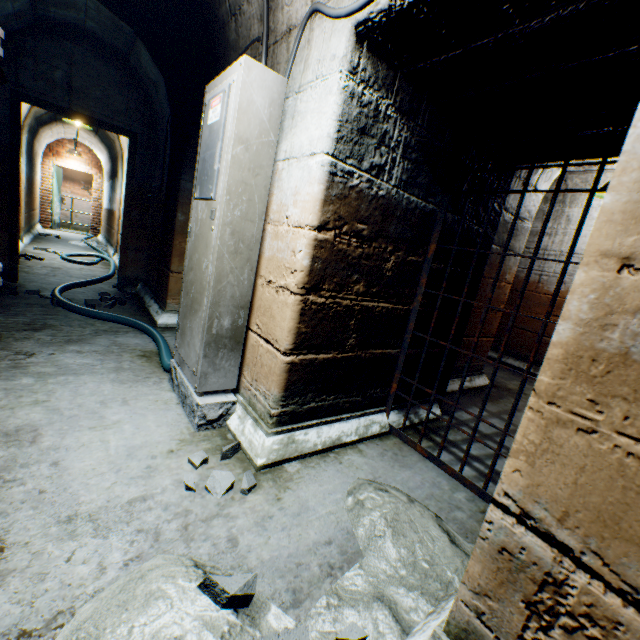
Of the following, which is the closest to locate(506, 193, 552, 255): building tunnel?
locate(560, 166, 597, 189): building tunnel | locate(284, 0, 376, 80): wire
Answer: locate(284, 0, 376, 80): wire

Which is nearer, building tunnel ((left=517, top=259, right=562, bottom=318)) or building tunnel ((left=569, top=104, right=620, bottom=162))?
building tunnel ((left=569, top=104, right=620, bottom=162))

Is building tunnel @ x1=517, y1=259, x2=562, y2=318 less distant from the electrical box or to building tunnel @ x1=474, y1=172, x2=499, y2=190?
building tunnel @ x1=474, y1=172, x2=499, y2=190

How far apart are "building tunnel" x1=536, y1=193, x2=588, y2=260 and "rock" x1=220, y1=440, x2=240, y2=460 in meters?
5.0 m

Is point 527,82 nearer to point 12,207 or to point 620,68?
point 620,68

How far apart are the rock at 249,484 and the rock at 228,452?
0.1m

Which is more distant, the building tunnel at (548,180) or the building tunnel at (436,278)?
the building tunnel at (548,180)

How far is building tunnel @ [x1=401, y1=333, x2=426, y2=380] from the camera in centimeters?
235cm
